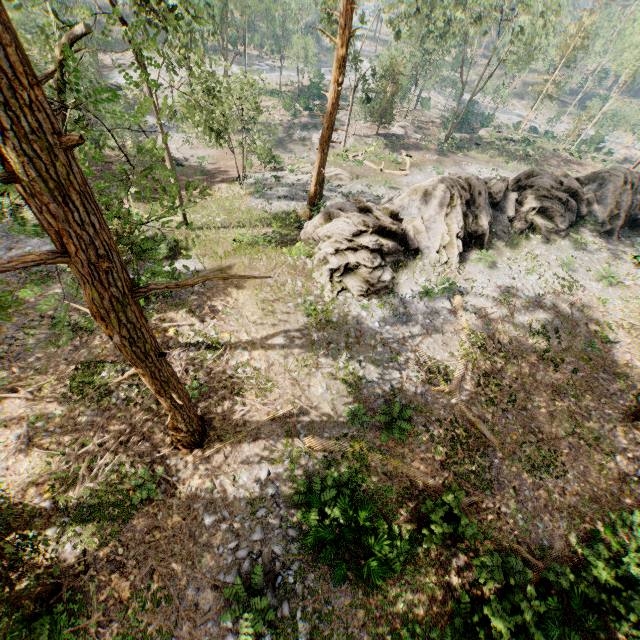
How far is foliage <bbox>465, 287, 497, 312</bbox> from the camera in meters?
17.9 m

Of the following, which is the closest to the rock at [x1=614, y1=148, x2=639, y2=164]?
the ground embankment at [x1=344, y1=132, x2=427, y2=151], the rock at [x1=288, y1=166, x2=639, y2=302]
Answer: the rock at [x1=288, y1=166, x2=639, y2=302]

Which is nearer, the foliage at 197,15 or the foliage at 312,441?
the foliage at 197,15

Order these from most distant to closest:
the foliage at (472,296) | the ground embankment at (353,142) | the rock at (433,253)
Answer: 1. the ground embankment at (353,142)
2. the foliage at (472,296)
3. the rock at (433,253)

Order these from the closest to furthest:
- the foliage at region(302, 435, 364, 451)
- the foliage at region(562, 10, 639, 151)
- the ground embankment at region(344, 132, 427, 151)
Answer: the foliage at region(302, 435, 364, 451), the ground embankment at region(344, 132, 427, 151), the foliage at region(562, 10, 639, 151)

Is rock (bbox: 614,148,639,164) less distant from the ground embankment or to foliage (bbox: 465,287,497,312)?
foliage (bbox: 465,287,497,312)

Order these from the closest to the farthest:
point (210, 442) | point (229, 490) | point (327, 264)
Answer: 1. point (229, 490)
2. point (210, 442)
3. point (327, 264)
